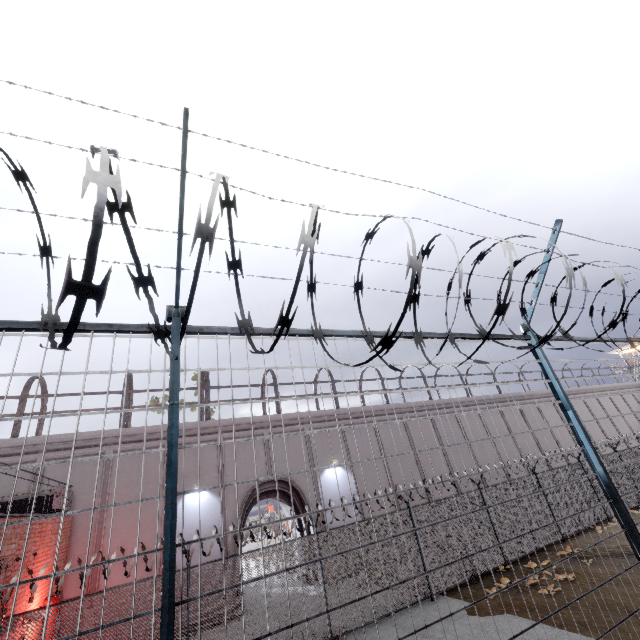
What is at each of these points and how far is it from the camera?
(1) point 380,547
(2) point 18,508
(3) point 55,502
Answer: (1) fence, 11.4m
(2) metal railing, 12.5m
(3) metal railing, 11.1m

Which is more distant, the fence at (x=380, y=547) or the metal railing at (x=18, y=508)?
the metal railing at (x=18, y=508)

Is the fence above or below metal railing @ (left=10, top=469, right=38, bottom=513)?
below

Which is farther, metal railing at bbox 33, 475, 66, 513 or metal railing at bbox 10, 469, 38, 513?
metal railing at bbox 33, 475, 66, 513

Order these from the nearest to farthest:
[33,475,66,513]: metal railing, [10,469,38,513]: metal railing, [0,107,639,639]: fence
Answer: [0,107,639,639]: fence → [10,469,38,513]: metal railing → [33,475,66,513]: metal railing

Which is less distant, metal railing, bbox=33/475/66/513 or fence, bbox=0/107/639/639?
fence, bbox=0/107/639/639

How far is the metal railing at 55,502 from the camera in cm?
1039
